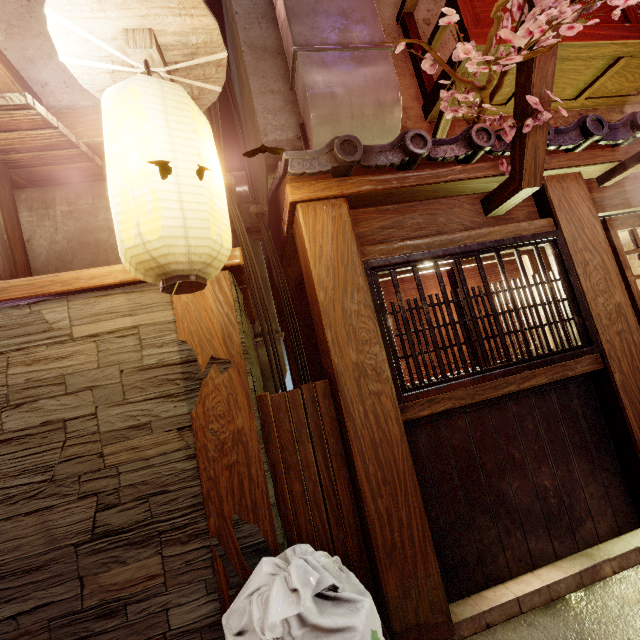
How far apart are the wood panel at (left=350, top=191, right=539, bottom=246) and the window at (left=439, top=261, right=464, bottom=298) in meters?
0.3

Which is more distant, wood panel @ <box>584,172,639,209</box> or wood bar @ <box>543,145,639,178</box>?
wood panel @ <box>584,172,639,209</box>

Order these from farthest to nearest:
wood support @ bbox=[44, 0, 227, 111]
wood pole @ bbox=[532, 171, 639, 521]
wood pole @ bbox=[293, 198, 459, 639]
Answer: wood pole @ bbox=[532, 171, 639, 521]
wood pole @ bbox=[293, 198, 459, 639]
wood support @ bbox=[44, 0, 227, 111]

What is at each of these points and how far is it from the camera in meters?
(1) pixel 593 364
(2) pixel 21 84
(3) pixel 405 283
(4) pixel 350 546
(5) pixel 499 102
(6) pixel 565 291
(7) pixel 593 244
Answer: (1) wood bar, 4.9
(2) wood support, 4.3
(3) blind, 5.5
(4) stick, 4.3
(5) terrace, 7.6
(6) window grill, 5.1
(7) wood pole, 5.2

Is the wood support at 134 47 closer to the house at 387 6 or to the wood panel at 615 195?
the house at 387 6

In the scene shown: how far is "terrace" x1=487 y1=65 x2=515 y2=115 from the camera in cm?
695

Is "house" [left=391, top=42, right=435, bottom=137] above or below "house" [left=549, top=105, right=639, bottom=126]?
above

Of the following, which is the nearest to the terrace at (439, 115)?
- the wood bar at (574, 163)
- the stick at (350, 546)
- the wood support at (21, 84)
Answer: the wood bar at (574, 163)
